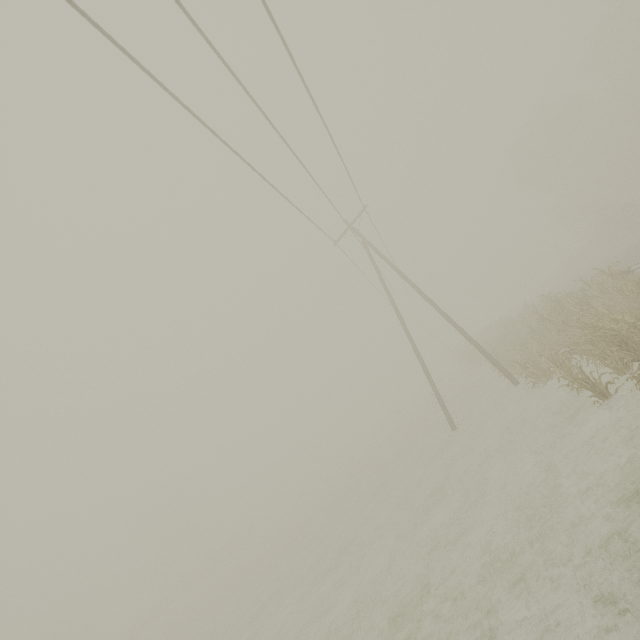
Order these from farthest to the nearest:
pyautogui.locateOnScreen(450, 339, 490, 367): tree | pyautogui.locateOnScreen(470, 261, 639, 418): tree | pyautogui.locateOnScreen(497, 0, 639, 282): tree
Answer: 1. pyautogui.locateOnScreen(497, 0, 639, 282): tree
2. pyautogui.locateOnScreen(450, 339, 490, 367): tree
3. pyautogui.locateOnScreen(470, 261, 639, 418): tree

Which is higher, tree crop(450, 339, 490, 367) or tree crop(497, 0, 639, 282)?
tree crop(497, 0, 639, 282)

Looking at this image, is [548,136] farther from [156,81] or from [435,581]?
[435,581]

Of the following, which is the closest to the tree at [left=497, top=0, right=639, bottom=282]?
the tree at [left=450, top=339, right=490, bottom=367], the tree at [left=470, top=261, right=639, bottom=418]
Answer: the tree at [left=450, top=339, right=490, bottom=367]

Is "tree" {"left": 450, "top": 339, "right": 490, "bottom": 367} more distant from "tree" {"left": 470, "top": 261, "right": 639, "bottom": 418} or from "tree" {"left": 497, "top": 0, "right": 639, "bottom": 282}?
"tree" {"left": 497, "top": 0, "right": 639, "bottom": 282}

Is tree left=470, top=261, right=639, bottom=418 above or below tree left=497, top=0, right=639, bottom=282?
below

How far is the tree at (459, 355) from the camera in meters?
29.6

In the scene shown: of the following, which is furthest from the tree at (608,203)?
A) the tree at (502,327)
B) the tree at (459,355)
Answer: the tree at (502,327)
